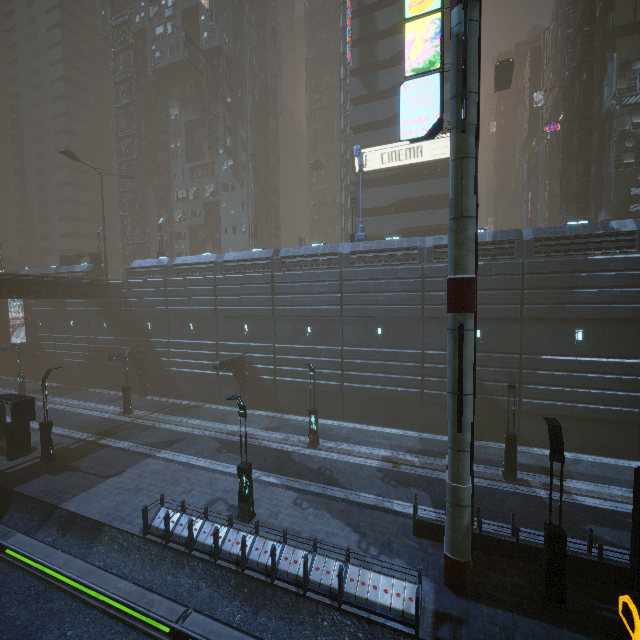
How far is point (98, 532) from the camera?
13.90m

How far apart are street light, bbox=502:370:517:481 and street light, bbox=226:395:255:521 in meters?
12.7 m

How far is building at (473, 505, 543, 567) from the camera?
11.4m

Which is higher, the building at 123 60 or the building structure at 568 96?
the building at 123 60

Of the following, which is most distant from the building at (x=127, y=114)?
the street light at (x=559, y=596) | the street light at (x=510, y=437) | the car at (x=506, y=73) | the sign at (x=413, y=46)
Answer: the street light at (x=510, y=437)

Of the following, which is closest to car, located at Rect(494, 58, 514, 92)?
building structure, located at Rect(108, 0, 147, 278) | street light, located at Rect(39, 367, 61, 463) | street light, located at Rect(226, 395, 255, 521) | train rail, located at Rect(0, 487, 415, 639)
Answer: street light, located at Rect(226, 395, 255, 521)

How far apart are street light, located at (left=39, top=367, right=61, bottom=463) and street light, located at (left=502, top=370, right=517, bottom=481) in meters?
25.9 m

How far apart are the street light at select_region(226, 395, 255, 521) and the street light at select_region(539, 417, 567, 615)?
10.6 meters
